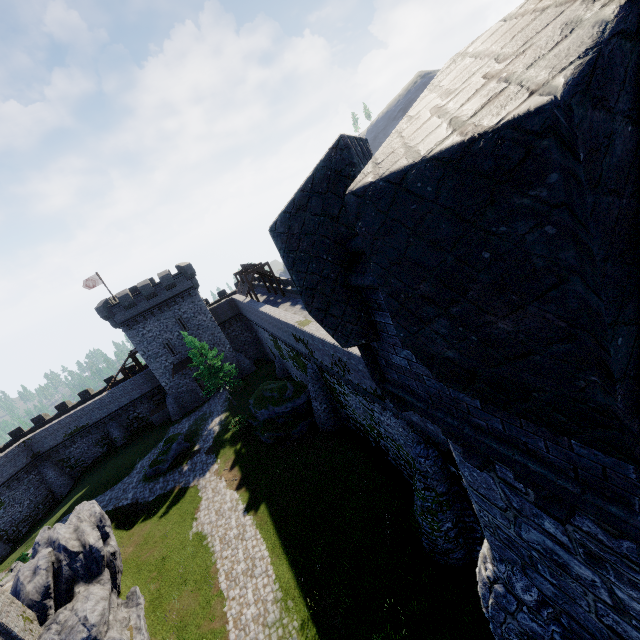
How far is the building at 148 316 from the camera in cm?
3838

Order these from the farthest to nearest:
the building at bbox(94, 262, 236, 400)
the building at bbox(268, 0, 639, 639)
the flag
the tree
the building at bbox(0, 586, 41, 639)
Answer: the flag
the building at bbox(94, 262, 236, 400)
the tree
the building at bbox(0, 586, 41, 639)
the building at bbox(268, 0, 639, 639)

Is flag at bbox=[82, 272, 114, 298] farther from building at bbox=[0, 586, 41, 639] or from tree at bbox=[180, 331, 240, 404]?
building at bbox=[0, 586, 41, 639]

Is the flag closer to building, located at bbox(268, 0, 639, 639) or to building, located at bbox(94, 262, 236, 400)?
building, located at bbox(94, 262, 236, 400)

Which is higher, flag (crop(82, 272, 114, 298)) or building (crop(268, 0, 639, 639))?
flag (crop(82, 272, 114, 298))

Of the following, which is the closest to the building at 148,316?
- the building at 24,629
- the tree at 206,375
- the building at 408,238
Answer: the tree at 206,375

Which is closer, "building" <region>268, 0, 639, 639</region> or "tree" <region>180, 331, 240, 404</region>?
"building" <region>268, 0, 639, 639</region>

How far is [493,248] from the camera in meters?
1.4
